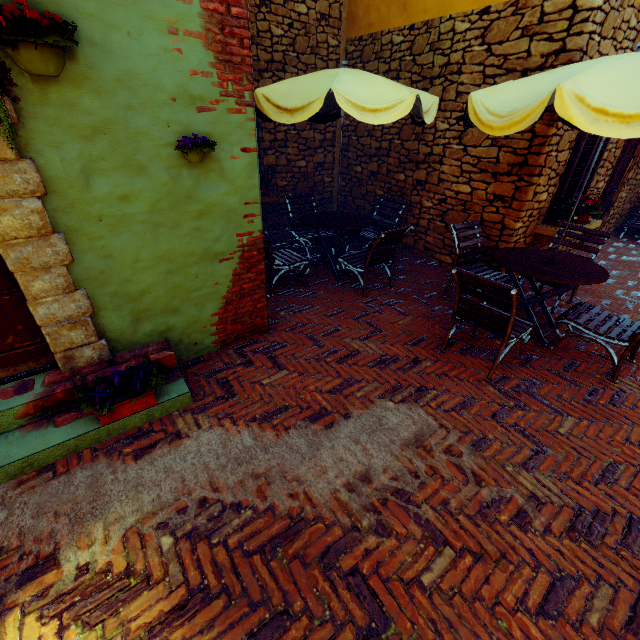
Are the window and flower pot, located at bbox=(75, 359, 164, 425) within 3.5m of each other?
no

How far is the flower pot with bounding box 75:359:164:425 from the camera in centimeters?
247cm

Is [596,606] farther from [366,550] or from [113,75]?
[113,75]

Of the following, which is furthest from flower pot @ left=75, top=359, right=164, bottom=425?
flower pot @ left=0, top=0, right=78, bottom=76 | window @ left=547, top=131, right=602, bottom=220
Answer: window @ left=547, top=131, right=602, bottom=220

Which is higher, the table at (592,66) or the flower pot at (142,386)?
the table at (592,66)

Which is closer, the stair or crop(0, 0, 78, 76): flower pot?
crop(0, 0, 78, 76): flower pot

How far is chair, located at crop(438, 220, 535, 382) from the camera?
2.9 meters

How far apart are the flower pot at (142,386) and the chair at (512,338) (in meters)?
2.88
